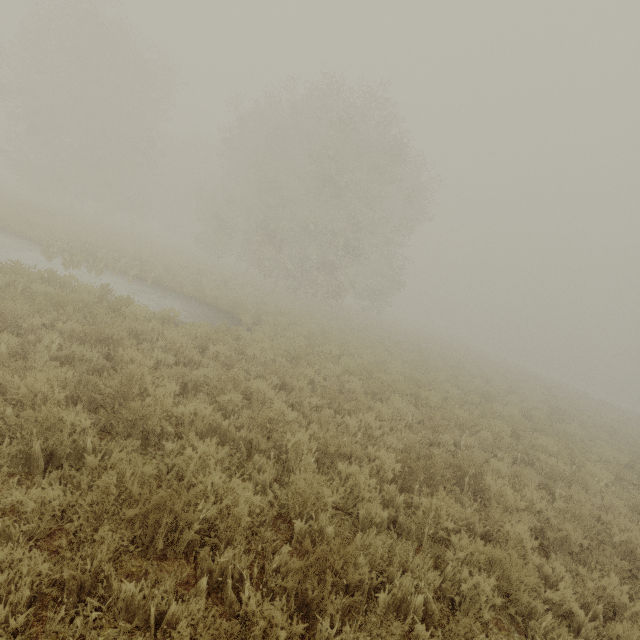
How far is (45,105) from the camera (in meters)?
27.09
